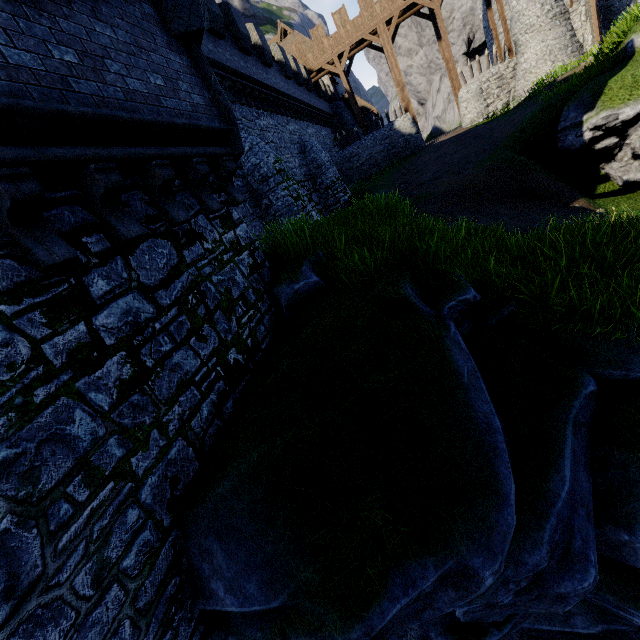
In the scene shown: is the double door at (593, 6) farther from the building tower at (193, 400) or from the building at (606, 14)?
the building tower at (193, 400)

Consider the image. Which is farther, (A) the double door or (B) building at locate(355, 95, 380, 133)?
(B) building at locate(355, 95, 380, 133)

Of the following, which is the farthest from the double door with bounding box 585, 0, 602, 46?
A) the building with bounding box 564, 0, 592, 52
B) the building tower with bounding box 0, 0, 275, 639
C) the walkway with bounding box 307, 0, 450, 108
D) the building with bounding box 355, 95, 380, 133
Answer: the building tower with bounding box 0, 0, 275, 639

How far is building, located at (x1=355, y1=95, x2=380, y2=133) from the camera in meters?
36.2 m

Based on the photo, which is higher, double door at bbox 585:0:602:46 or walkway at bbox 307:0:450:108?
walkway at bbox 307:0:450:108

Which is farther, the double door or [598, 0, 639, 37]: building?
[598, 0, 639, 37]: building

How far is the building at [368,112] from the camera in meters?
36.2

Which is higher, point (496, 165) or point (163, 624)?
point (496, 165)
